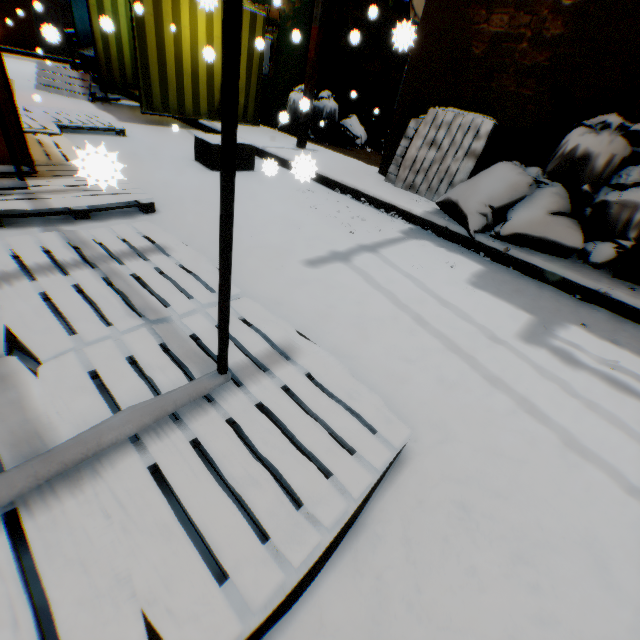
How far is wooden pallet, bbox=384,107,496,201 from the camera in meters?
4.6

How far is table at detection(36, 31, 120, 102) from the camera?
7.25m

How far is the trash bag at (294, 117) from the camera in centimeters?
773cm

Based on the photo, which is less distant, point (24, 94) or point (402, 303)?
point (402, 303)

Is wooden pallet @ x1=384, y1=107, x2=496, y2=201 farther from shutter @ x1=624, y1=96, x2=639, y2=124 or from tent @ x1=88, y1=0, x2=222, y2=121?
shutter @ x1=624, y1=96, x2=639, y2=124

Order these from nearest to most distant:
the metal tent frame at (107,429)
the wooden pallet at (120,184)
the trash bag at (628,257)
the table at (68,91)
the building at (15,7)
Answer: the metal tent frame at (107,429) → the wooden pallet at (120,184) → the trash bag at (628,257) → the table at (68,91) → the building at (15,7)

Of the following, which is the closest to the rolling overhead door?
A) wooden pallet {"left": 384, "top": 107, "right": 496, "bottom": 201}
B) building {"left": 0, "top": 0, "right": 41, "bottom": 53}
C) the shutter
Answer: building {"left": 0, "top": 0, "right": 41, "bottom": 53}

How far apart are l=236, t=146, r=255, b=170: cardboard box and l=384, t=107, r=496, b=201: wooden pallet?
1.8m
